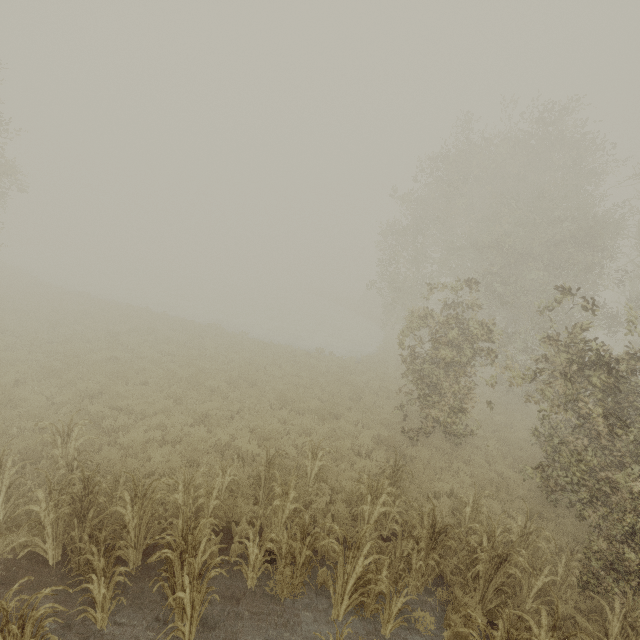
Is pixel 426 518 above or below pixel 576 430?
below
